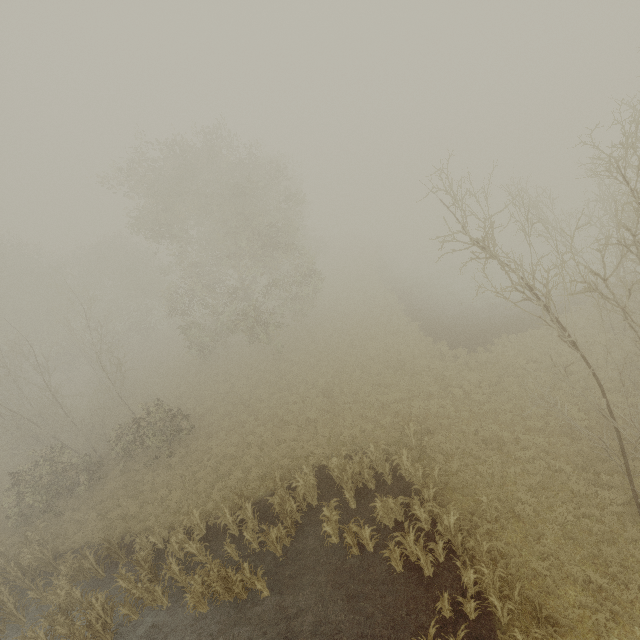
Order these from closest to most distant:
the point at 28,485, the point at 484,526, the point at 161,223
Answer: the point at 484,526 < the point at 28,485 < the point at 161,223
